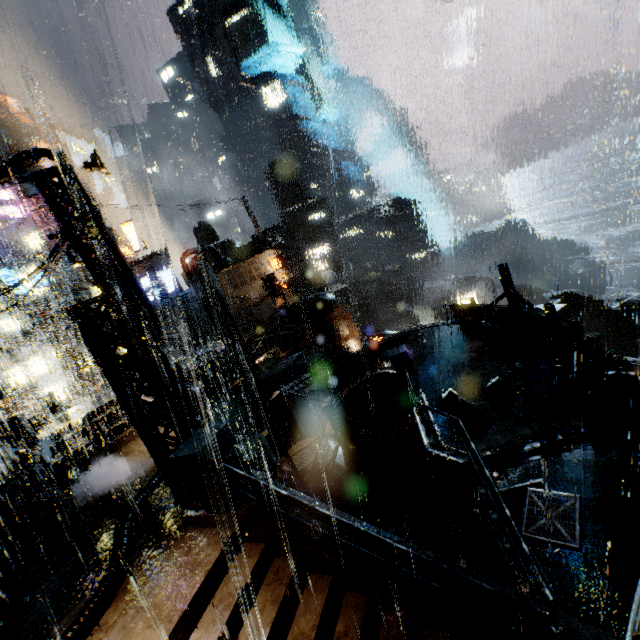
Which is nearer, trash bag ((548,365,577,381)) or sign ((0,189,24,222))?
trash bag ((548,365,577,381))

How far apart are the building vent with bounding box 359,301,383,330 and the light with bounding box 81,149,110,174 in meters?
42.6 m

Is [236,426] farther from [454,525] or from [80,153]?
[80,153]

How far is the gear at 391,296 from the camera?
54.3 meters

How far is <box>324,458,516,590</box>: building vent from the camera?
7.8m

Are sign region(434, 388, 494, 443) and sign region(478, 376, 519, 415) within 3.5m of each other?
yes

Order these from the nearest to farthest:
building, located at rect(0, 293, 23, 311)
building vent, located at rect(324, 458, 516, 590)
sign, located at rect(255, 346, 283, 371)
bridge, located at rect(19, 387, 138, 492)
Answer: building vent, located at rect(324, 458, 516, 590)
bridge, located at rect(19, 387, 138, 492)
sign, located at rect(255, 346, 283, 371)
building, located at rect(0, 293, 23, 311)

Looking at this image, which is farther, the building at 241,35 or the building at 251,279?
the building at 241,35
